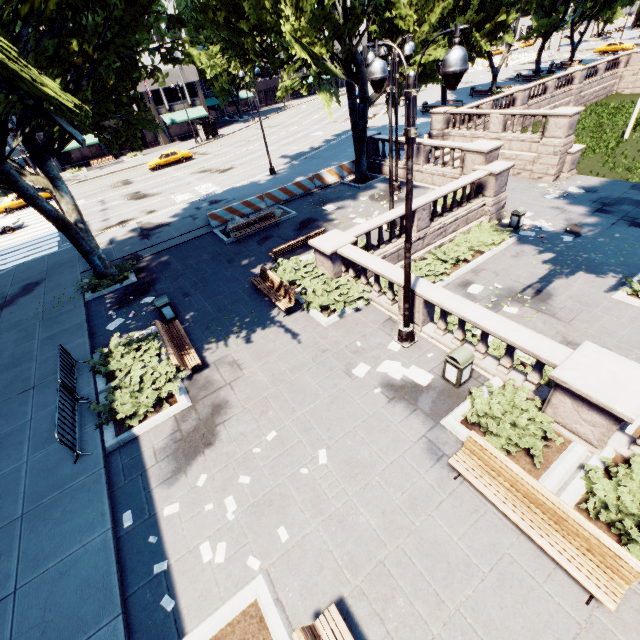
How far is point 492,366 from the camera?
8.8m

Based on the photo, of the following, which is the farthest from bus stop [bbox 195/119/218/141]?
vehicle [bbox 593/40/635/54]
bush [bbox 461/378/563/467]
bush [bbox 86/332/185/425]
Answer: vehicle [bbox 593/40/635/54]

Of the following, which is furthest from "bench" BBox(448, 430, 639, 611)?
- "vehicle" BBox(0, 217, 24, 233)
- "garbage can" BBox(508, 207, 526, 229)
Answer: "vehicle" BBox(0, 217, 24, 233)

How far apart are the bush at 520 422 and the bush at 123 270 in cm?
1642

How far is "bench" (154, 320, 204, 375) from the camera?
10.3m

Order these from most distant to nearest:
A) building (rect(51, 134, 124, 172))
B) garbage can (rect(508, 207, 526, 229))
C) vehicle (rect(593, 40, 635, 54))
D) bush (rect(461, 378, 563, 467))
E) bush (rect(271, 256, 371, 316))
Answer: vehicle (rect(593, 40, 635, 54)), building (rect(51, 134, 124, 172)), garbage can (rect(508, 207, 526, 229)), bush (rect(271, 256, 371, 316)), bush (rect(461, 378, 563, 467))

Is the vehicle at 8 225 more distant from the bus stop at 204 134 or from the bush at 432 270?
the bush at 432 270

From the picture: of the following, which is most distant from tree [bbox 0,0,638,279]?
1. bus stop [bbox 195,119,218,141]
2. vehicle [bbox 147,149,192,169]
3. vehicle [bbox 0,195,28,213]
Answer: vehicle [bbox 0,195,28,213]
